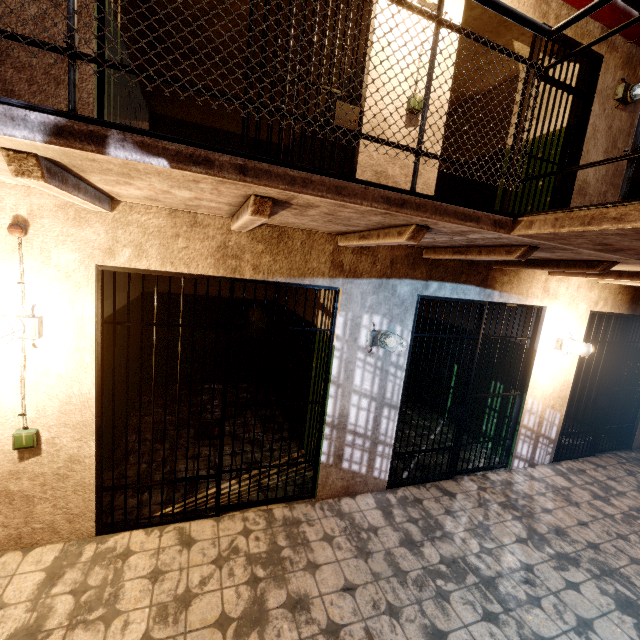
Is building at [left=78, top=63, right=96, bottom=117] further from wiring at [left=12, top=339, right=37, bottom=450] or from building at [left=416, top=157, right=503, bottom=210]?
wiring at [left=12, top=339, right=37, bottom=450]

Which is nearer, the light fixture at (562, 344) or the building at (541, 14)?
the building at (541, 14)

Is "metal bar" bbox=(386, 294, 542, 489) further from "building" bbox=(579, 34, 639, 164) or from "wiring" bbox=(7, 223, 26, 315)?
"wiring" bbox=(7, 223, 26, 315)

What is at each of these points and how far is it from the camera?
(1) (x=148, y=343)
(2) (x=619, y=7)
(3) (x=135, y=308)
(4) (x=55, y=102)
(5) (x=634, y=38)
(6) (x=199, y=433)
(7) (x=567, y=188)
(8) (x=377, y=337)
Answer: (1) building, 6.0 meters
(2) pipe, 3.3 meters
(3) building, 5.0 meters
(4) building, 2.2 meters
(5) pipe, 3.6 meters
(6) metal bar, 3.0 meters
(7) metal bar, 4.0 meters
(8) light fixture, 3.4 meters

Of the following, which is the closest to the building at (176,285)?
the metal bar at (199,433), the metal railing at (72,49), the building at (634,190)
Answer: the metal bar at (199,433)

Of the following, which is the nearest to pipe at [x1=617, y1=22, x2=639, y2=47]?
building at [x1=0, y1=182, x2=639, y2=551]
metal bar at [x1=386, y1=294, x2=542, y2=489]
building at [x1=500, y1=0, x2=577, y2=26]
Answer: building at [x1=500, y1=0, x2=577, y2=26]

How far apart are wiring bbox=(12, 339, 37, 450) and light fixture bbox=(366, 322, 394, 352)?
3.0 meters

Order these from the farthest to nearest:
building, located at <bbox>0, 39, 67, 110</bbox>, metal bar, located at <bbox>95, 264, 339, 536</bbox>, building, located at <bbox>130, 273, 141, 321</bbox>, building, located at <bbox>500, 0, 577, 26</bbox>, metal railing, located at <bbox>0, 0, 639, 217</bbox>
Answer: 1. building, located at <bbox>130, 273, 141, 321</bbox>
2. building, located at <bbox>500, 0, 577, 26</bbox>
3. metal bar, located at <bbox>95, 264, 339, 536</bbox>
4. building, located at <bbox>0, 39, 67, 110</bbox>
5. metal railing, located at <bbox>0, 0, 639, 217</bbox>
